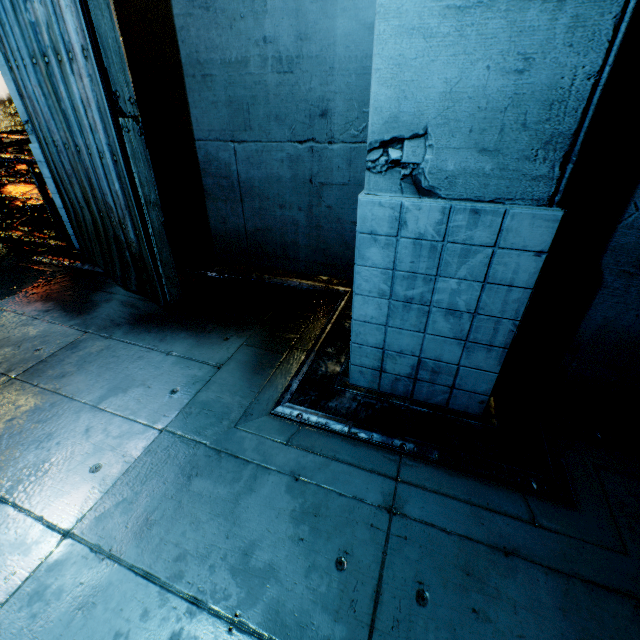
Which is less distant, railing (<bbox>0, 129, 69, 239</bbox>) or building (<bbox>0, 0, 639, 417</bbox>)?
building (<bbox>0, 0, 639, 417</bbox>)

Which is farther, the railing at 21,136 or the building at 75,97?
the railing at 21,136

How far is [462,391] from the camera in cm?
273
